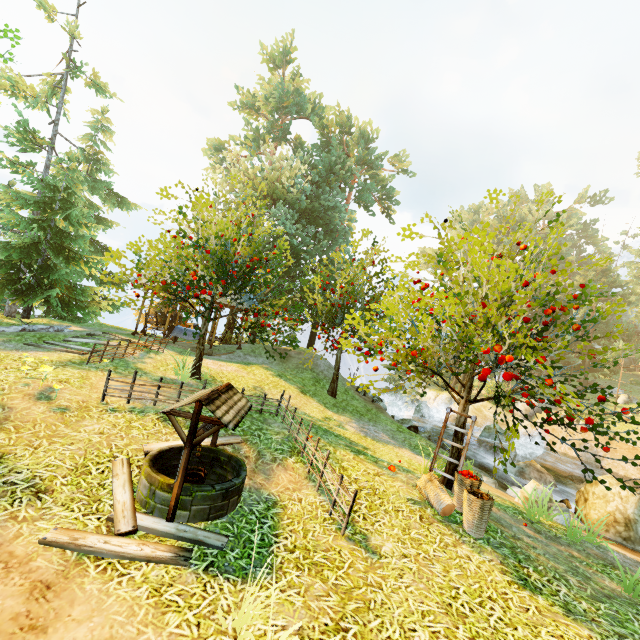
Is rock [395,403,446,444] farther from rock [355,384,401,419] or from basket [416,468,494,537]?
basket [416,468,494,537]

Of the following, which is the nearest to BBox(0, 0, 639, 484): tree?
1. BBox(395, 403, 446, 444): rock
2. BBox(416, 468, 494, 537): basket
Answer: BBox(416, 468, 494, 537): basket

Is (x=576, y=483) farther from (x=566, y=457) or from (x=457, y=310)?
(x=457, y=310)

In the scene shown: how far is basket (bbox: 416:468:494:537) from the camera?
5.62m

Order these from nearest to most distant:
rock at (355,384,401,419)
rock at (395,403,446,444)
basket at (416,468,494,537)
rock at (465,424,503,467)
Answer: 1. basket at (416,468,494,537)
2. rock at (355,384,401,419)
3. rock at (395,403,446,444)
4. rock at (465,424,503,467)

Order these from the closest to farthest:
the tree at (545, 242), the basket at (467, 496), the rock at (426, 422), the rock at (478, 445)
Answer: the basket at (467, 496) → the tree at (545, 242) → the rock at (426, 422) → the rock at (478, 445)

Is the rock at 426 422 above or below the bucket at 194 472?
below

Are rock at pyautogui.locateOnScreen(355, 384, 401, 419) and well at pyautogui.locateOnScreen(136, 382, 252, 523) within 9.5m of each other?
no
